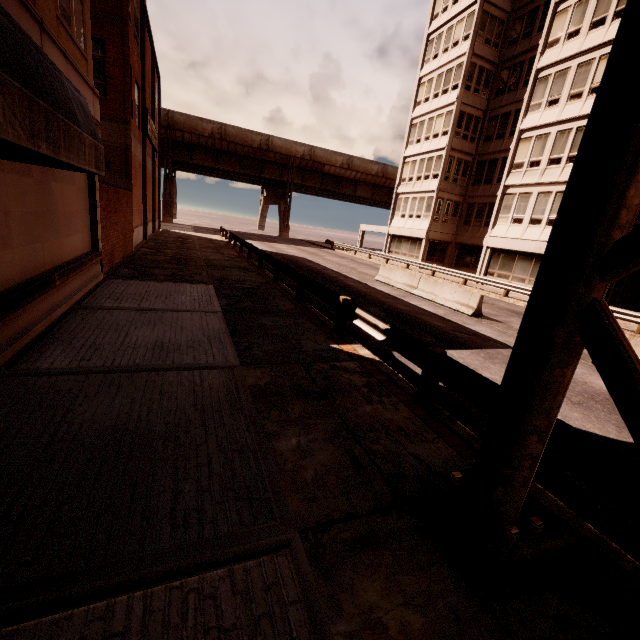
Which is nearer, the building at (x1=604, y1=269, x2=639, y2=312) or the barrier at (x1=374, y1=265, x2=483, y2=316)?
the barrier at (x1=374, y1=265, x2=483, y2=316)

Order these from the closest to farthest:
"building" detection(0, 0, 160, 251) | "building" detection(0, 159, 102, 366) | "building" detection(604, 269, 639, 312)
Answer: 1. "building" detection(0, 159, 102, 366)
2. "building" detection(0, 0, 160, 251)
3. "building" detection(604, 269, 639, 312)

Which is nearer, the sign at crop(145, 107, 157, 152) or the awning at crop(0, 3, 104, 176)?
the awning at crop(0, 3, 104, 176)

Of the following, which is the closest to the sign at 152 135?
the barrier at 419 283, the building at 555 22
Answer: the barrier at 419 283

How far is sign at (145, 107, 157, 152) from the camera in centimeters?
2047cm

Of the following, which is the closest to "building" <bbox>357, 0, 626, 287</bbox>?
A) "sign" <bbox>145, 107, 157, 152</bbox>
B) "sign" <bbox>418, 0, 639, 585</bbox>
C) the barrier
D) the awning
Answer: the barrier

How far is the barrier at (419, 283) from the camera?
13.9 meters

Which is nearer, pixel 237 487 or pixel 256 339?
pixel 237 487
